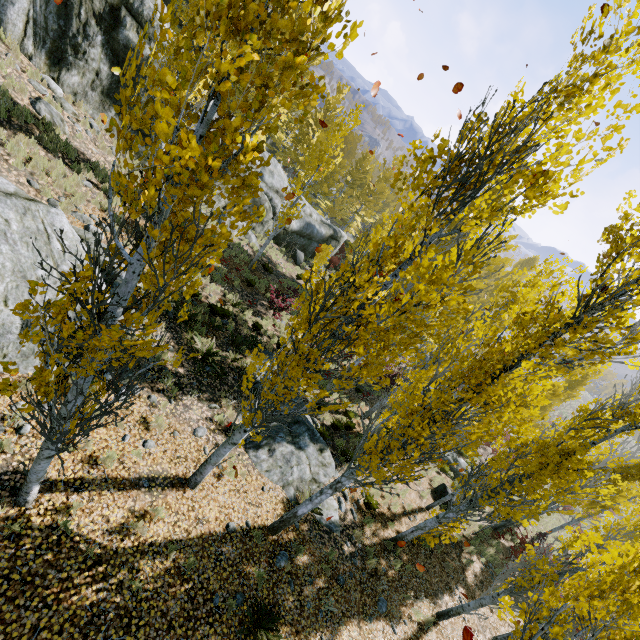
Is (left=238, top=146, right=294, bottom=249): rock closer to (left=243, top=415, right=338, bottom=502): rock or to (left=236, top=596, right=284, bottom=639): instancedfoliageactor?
(left=236, top=596, right=284, bottom=639): instancedfoliageactor

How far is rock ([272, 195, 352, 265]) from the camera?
24.7 meters

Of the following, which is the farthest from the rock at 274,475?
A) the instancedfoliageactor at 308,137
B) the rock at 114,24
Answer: the rock at 114,24

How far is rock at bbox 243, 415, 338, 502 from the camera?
9.2m

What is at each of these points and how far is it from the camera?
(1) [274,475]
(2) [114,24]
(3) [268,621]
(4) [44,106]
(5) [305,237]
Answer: (1) rock, 9.12m
(2) rock, 12.88m
(3) instancedfoliageactor, 6.02m
(4) rock, 11.10m
(5) rock, 26.52m

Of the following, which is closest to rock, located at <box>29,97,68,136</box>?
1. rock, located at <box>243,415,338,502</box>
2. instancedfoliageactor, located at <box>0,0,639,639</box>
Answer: instancedfoliageactor, located at <box>0,0,639,639</box>

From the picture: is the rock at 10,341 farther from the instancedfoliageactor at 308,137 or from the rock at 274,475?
the rock at 274,475
